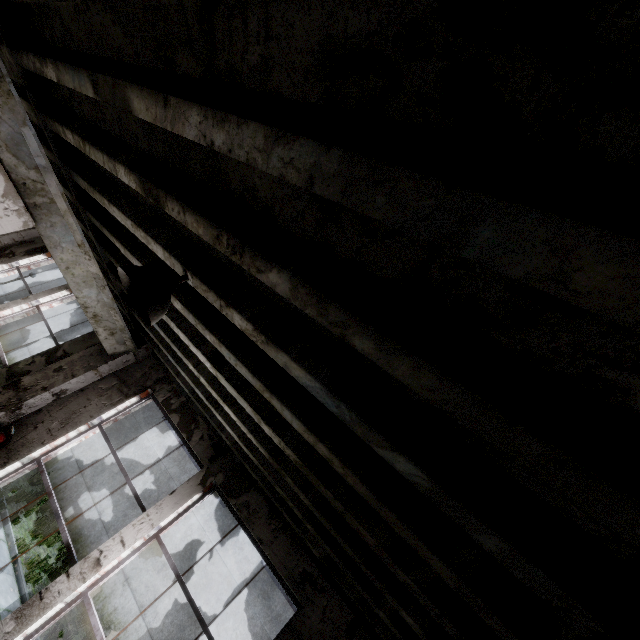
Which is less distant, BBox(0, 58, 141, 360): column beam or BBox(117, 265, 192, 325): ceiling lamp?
BBox(117, 265, 192, 325): ceiling lamp

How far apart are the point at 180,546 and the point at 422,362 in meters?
14.7 m

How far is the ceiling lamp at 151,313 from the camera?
1.99m

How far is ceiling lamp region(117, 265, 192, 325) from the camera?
1.99m

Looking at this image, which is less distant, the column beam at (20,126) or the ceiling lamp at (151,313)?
the ceiling lamp at (151,313)
